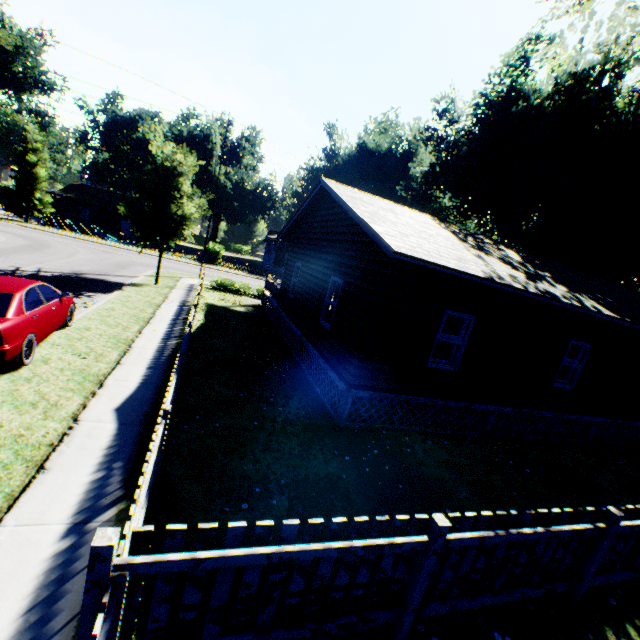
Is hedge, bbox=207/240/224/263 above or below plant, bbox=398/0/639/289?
below

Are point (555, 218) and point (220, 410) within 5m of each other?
no

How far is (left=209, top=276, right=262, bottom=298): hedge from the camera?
22.9m

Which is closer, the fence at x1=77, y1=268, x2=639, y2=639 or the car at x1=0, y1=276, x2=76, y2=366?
the fence at x1=77, y1=268, x2=639, y2=639

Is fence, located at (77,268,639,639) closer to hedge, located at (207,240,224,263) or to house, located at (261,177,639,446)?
house, located at (261,177,639,446)

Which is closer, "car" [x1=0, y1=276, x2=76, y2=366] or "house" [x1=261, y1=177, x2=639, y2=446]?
"car" [x1=0, y1=276, x2=76, y2=366]

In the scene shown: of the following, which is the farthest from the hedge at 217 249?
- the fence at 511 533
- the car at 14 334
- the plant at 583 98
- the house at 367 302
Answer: the car at 14 334

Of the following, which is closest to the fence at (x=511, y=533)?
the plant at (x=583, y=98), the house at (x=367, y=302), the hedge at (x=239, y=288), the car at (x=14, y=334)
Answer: the hedge at (x=239, y=288)
